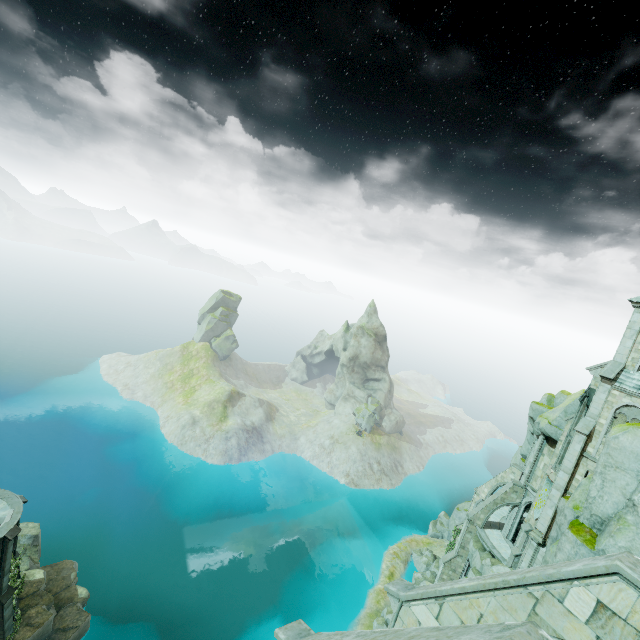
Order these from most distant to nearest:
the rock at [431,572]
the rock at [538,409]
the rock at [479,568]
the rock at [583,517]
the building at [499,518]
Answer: the rock at [431,572] → the rock at [538,409] → the rock at [479,568] → the building at [499,518] → the rock at [583,517]

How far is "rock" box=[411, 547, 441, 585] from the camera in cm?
4384

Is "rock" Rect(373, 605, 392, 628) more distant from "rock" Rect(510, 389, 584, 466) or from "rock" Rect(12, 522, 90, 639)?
"rock" Rect(12, 522, 90, 639)

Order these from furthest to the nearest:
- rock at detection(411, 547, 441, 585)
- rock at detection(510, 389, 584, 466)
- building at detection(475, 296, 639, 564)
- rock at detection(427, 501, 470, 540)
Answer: rock at detection(427, 501, 470, 540) < rock at detection(411, 547, 441, 585) < rock at detection(510, 389, 584, 466) < building at detection(475, 296, 639, 564)

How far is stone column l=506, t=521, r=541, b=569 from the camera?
27.4m

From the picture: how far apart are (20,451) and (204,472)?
34.74m

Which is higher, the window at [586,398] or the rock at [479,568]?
the window at [586,398]

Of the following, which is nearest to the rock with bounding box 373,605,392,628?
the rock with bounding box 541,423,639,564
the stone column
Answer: the stone column
